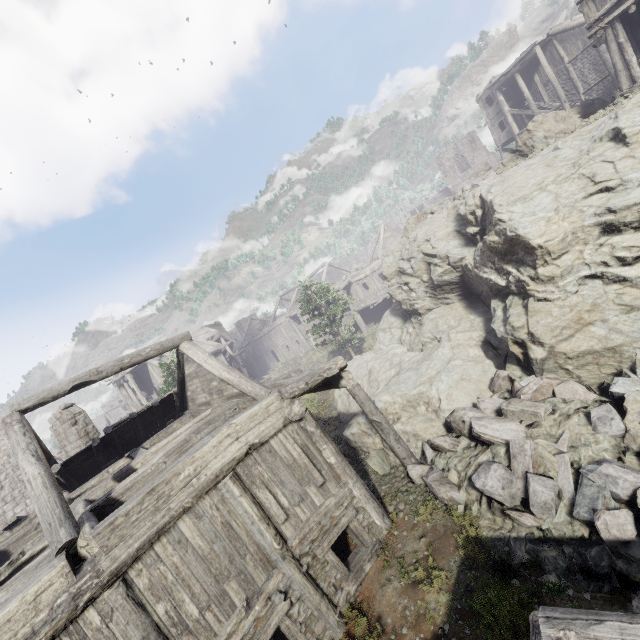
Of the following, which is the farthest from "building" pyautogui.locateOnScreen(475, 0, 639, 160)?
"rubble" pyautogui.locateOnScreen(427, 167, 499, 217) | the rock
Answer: "rubble" pyautogui.locateOnScreen(427, 167, 499, 217)

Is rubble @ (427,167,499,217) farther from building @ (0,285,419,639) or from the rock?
building @ (0,285,419,639)

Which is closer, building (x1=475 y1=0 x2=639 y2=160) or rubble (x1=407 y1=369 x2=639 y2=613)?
rubble (x1=407 y1=369 x2=639 y2=613)

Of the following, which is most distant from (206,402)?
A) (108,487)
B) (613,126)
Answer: (613,126)

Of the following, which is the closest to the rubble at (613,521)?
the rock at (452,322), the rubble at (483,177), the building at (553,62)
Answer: the rock at (452,322)

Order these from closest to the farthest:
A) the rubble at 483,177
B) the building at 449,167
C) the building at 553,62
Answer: the building at 553,62, the rubble at 483,177, the building at 449,167

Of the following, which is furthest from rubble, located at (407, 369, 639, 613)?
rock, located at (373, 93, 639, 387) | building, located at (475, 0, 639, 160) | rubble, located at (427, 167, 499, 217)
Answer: rubble, located at (427, 167, 499, 217)

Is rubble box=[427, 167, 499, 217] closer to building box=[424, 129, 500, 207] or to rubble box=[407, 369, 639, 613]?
building box=[424, 129, 500, 207]
